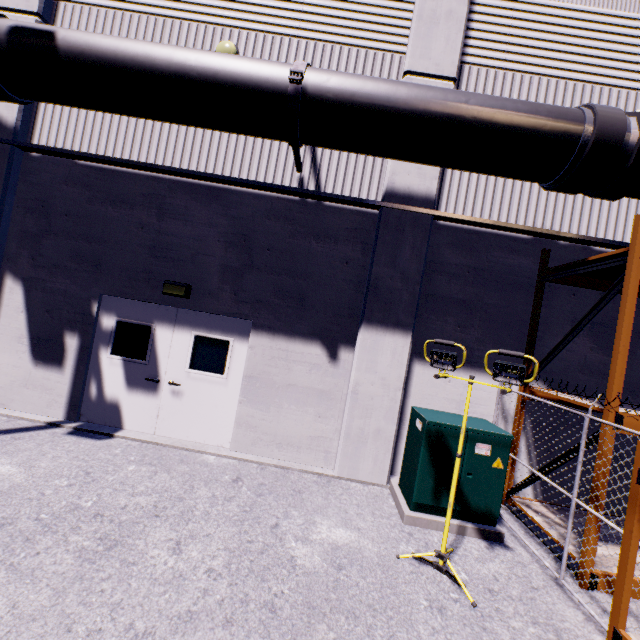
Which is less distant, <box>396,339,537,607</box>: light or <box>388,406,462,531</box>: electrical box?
<box>396,339,537,607</box>: light

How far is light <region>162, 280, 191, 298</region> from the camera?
5.9 meters

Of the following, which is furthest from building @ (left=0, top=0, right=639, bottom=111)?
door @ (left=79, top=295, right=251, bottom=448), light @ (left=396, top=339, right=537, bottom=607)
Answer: light @ (left=396, top=339, right=537, bottom=607)

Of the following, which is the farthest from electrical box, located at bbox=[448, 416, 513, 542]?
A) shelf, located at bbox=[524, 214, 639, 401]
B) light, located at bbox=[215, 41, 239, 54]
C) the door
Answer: light, located at bbox=[215, 41, 239, 54]

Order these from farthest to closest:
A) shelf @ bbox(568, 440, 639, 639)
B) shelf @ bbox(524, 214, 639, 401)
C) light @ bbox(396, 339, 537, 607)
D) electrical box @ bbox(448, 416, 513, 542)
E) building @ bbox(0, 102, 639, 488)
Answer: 1. building @ bbox(0, 102, 639, 488)
2. electrical box @ bbox(448, 416, 513, 542)
3. shelf @ bbox(524, 214, 639, 401)
4. light @ bbox(396, 339, 537, 607)
5. shelf @ bbox(568, 440, 639, 639)

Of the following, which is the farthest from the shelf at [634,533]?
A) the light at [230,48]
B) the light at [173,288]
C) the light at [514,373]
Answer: the light at [230,48]

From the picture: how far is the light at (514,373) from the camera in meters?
3.6

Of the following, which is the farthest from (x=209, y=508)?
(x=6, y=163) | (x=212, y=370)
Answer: (x=6, y=163)
